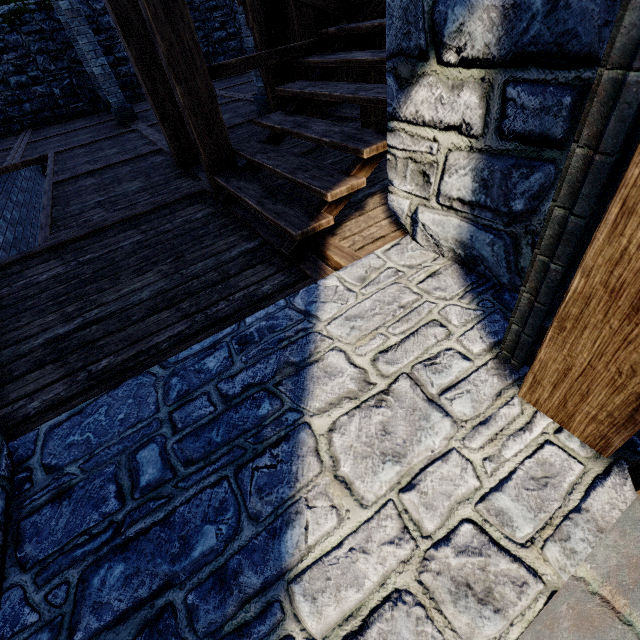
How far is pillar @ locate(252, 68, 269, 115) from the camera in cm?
631

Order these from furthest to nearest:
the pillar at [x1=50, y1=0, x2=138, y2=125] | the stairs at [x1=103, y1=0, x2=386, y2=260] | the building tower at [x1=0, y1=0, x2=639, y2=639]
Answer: the pillar at [x1=50, y1=0, x2=138, y2=125] < the stairs at [x1=103, y1=0, x2=386, y2=260] < the building tower at [x1=0, y1=0, x2=639, y2=639]

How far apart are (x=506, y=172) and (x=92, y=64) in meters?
11.0 m

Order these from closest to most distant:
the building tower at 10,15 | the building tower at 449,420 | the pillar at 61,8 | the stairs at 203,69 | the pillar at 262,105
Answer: the building tower at 449,420
the stairs at 203,69
the pillar at 262,105
the pillar at 61,8
the building tower at 10,15

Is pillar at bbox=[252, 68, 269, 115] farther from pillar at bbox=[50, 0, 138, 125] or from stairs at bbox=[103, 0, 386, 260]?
pillar at bbox=[50, 0, 138, 125]

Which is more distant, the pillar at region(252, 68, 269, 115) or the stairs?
the pillar at region(252, 68, 269, 115)

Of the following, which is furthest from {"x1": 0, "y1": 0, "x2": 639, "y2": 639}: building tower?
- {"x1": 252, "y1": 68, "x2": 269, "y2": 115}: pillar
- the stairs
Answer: {"x1": 252, "y1": 68, "x2": 269, "y2": 115}: pillar

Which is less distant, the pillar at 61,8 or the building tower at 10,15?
the pillar at 61,8
